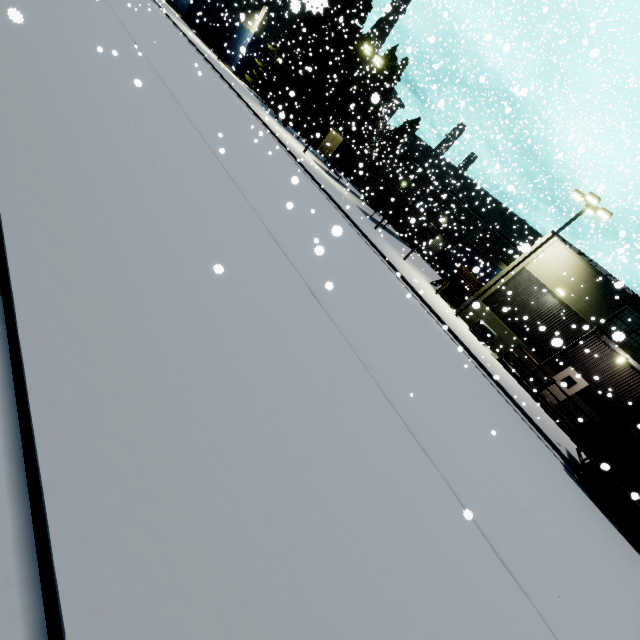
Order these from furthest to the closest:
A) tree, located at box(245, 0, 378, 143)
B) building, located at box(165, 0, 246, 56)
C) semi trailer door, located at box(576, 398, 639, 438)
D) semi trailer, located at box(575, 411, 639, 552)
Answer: building, located at box(165, 0, 246, 56), tree, located at box(245, 0, 378, 143), semi trailer door, located at box(576, 398, 639, 438), semi trailer, located at box(575, 411, 639, 552)

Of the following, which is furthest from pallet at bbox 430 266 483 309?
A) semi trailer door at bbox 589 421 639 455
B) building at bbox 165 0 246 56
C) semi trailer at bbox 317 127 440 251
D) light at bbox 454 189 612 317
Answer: semi trailer door at bbox 589 421 639 455

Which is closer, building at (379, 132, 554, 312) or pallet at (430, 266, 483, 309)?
pallet at (430, 266, 483, 309)

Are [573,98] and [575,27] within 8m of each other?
no

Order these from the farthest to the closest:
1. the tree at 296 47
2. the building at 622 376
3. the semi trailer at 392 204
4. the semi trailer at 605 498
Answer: the tree at 296 47 → the semi trailer at 392 204 → the building at 622 376 → the semi trailer at 605 498

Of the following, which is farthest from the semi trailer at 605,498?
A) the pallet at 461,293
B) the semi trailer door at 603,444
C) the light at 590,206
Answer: the pallet at 461,293

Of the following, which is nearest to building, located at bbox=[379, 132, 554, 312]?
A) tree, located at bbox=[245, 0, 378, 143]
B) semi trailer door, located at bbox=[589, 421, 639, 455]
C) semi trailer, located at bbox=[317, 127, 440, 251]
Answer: semi trailer, located at bbox=[317, 127, 440, 251]

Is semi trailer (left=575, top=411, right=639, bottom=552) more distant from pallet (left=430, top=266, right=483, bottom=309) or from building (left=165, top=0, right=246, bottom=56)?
pallet (left=430, top=266, right=483, bottom=309)
